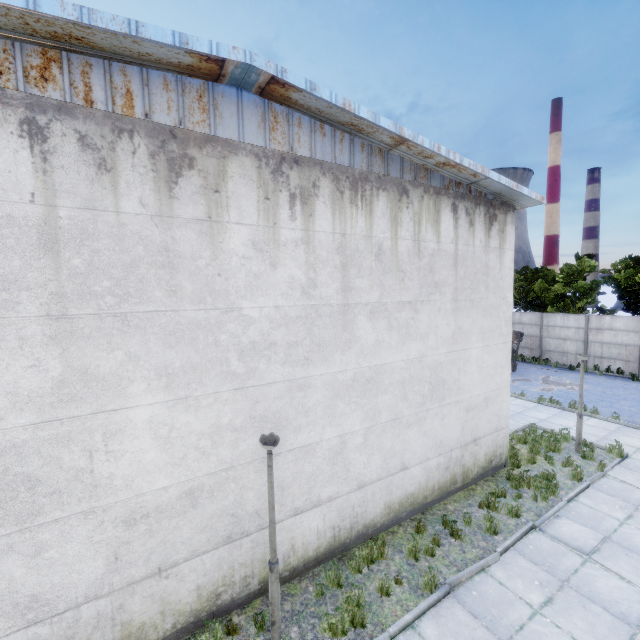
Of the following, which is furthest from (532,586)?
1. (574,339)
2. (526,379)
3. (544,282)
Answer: (544,282)
